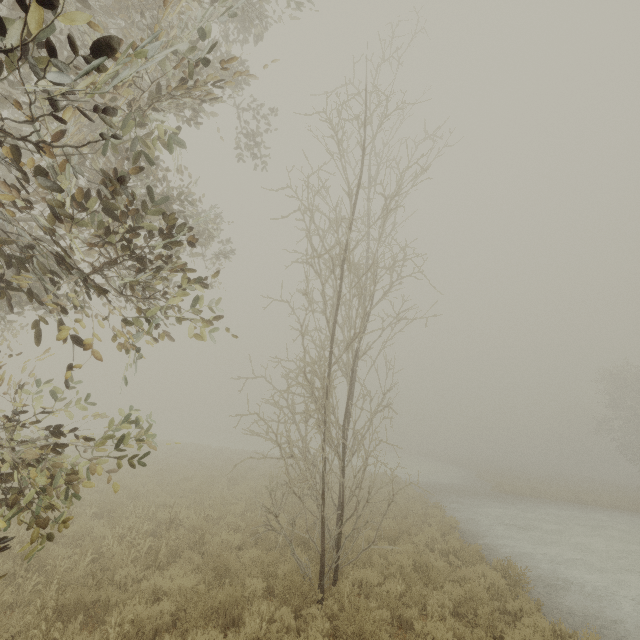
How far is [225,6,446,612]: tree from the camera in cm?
607

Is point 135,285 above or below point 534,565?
above

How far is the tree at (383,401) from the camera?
6.07m
